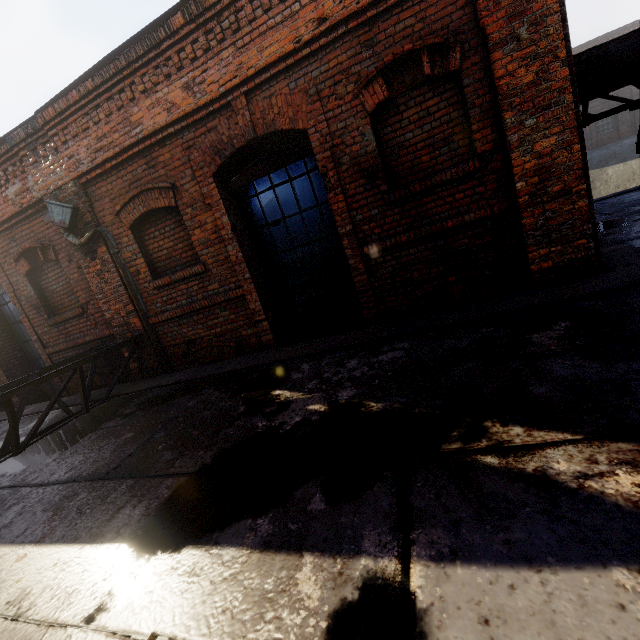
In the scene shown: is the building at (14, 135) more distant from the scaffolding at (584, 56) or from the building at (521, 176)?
the building at (521, 176)

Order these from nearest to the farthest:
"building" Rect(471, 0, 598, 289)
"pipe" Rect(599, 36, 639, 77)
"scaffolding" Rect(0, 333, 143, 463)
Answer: "building" Rect(471, 0, 598, 289)
"scaffolding" Rect(0, 333, 143, 463)
"pipe" Rect(599, 36, 639, 77)

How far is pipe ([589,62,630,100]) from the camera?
4.9 meters

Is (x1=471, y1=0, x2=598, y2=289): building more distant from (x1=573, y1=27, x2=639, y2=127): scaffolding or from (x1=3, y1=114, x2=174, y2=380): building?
(x1=3, y1=114, x2=174, y2=380): building

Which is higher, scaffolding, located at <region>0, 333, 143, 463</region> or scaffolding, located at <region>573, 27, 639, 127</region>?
scaffolding, located at <region>573, 27, 639, 127</region>

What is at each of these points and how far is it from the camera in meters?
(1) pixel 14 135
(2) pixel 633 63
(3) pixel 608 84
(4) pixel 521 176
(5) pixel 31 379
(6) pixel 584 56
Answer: (1) building, 5.1 m
(2) pipe, 4.8 m
(3) pipe, 5.0 m
(4) building, 3.5 m
(5) scaffolding, 5.2 m
(6) scaffolding, 4.6 m

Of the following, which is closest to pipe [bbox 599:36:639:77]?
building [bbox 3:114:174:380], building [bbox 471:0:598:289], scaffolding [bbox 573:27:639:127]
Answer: scaffolding [bbox 573:27:639:127]

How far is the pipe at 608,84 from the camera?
4.9m
